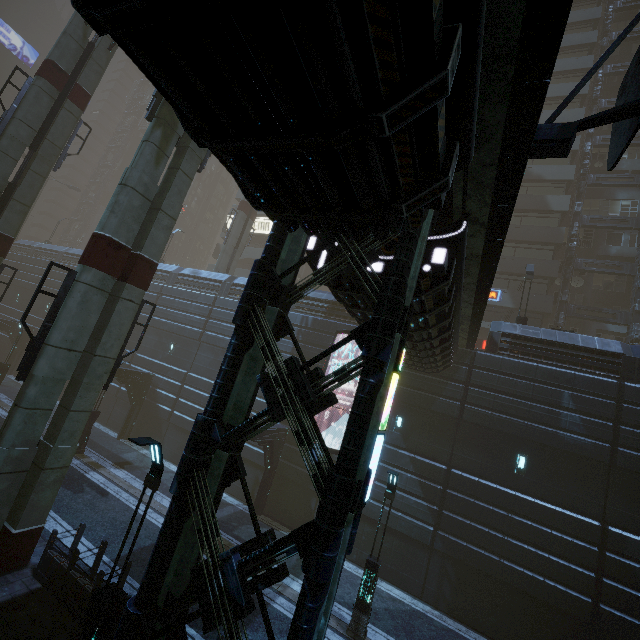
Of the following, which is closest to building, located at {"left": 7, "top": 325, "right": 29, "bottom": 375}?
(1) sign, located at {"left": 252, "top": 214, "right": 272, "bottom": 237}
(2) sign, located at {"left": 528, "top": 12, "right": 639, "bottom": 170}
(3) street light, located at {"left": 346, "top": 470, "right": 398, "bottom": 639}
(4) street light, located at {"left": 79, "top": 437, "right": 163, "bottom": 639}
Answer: (1) sign, located at {"left": 252, "top": 214, "right": 272, "bottom": 237}

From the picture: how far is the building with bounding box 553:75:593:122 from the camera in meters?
28.2 m

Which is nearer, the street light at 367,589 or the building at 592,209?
the street light at 367,589

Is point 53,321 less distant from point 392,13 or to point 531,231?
point 392,13

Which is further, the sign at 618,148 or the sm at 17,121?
the sm at 17,121

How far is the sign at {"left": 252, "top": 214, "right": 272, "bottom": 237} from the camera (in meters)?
39.56
